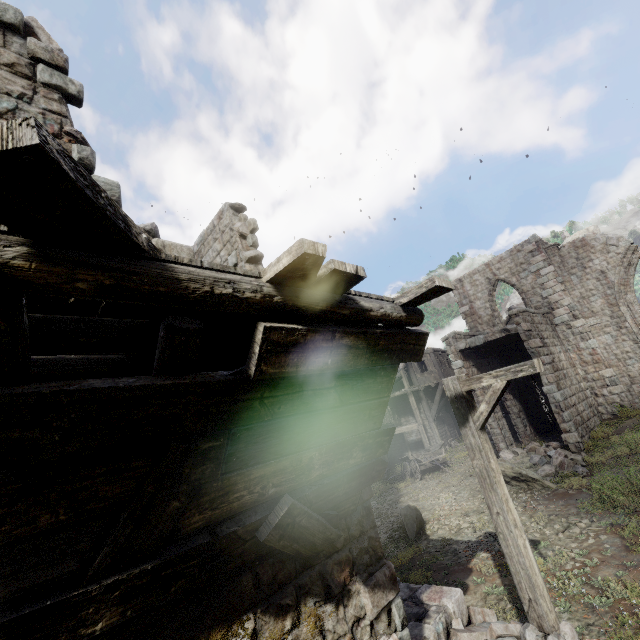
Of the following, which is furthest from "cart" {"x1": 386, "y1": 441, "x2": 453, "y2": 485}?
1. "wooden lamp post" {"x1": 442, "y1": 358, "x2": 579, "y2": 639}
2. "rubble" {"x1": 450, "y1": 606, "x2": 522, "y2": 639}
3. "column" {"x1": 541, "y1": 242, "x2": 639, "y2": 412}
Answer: "wooden lamp post" {"x1": 442, "y1": 358, "x2": 579, "y2": 639}

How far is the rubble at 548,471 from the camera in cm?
1191

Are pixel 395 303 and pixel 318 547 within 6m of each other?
yes

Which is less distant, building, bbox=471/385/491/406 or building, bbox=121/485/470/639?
building, bbox=121/485/470/639

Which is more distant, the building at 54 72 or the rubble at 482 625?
the rubble at 482 625

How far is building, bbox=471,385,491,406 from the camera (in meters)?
16.64

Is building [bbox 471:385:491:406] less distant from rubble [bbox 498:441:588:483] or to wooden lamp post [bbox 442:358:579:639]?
rubble [bbox 498:441:588:483]

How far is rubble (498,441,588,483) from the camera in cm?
1191
